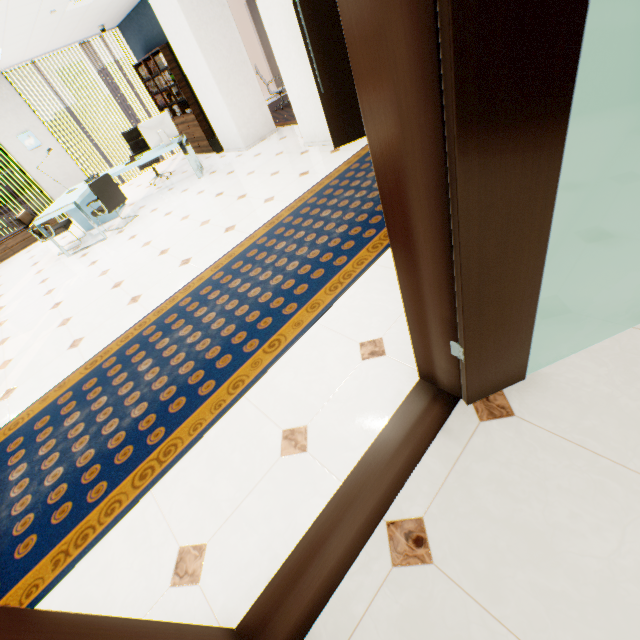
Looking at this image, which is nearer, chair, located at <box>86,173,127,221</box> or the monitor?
chair, located at <box>86,173,127,221</box>

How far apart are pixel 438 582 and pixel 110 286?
4.8m

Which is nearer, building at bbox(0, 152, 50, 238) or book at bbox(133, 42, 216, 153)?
book at bbox(133, 42, 216, 153)

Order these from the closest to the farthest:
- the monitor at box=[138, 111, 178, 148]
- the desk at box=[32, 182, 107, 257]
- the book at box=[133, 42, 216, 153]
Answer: the desk at box=[32, 182, 107, 257]
the monitor at box=[138, 111, 178, 148]
the book at box=[133, 42, 216, 153]

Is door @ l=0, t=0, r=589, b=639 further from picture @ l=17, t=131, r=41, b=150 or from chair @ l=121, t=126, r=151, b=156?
picture @ l=17, t=131, r=41, b=150

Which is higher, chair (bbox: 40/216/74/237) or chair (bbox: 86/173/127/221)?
chair (bbox: 86/173/127/221)

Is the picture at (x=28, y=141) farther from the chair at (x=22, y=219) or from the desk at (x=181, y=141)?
the chair at (x=22, y=219)

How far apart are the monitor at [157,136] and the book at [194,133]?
1.49m
